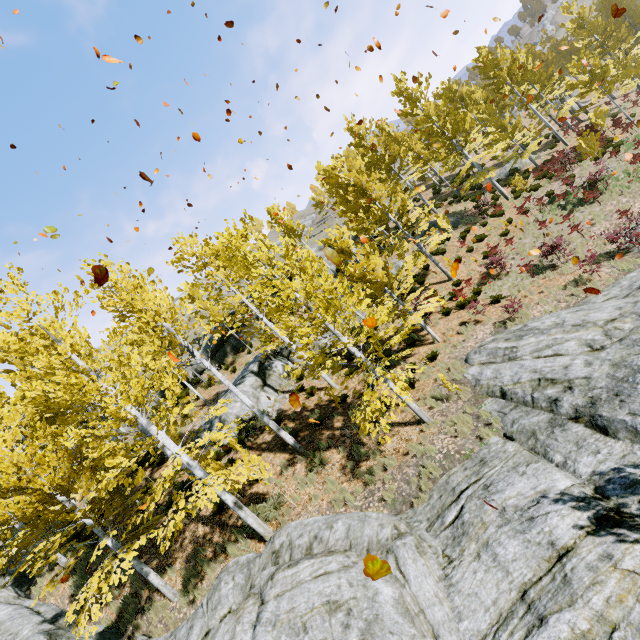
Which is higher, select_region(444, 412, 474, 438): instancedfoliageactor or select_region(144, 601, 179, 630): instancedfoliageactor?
select_region(144, 601, 179, 630): instancedfoliageactor

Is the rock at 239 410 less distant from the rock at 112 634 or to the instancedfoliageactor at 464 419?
the instancedfoliageactor at 464 419

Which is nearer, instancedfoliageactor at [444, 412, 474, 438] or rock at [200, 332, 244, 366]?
instancedfoliageactor at [444, 412, 474, 438]

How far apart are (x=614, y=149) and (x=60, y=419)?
32.0m

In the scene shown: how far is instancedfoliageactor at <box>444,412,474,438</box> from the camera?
8.5m

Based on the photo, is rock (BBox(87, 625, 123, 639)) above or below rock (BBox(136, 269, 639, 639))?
above

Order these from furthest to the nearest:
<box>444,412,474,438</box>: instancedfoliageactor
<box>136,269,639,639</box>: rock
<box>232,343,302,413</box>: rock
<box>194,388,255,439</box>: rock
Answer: <box>232,343,302,413</box>: rock → <box>194,388,255,439</box>: rock → <box>444,412,474,438</box>: instancedfoliageactor → <box>136,269,639,639</box>: rock

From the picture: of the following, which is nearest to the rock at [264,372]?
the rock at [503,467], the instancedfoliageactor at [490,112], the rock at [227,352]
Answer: the instancedfoliageactor at [490,112]
